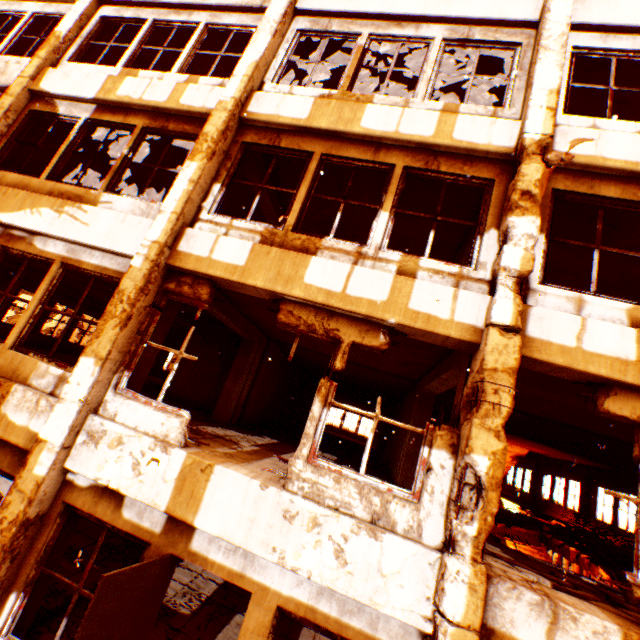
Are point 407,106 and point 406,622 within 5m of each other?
no

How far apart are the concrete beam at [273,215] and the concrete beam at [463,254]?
4.59m

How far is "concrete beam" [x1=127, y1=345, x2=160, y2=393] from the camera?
4.91m

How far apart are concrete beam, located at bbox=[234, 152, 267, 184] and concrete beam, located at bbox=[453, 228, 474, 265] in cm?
459

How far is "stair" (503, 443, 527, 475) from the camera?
17.0 meters

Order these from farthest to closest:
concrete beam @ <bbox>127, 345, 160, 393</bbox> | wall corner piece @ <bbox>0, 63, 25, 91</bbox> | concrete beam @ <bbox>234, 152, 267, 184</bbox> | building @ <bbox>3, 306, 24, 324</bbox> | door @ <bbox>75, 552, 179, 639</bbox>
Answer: building @ <bbox>3, 306, 24, 324</bbox>, wall corner piece @ <bbox>0, 63, 25, 91</bbox>, concrete beam @ <bbox>234, 152, 267, 184</bbox>, concrete beam @ <bbox>127, 345, 160, 393</bbox>, door @ <bbox>75, 552, 179, 639</bbox>

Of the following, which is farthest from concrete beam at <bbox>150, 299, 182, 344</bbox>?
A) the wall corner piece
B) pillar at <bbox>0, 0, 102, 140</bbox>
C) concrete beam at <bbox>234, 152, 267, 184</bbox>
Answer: the wall corner piece
